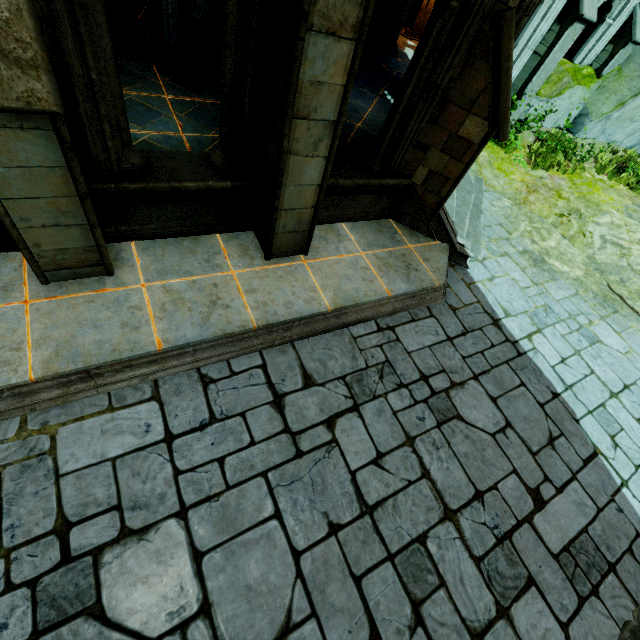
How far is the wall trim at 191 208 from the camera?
3.7 meters

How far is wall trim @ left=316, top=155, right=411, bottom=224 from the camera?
5.0 meters

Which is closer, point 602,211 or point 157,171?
point 157,171

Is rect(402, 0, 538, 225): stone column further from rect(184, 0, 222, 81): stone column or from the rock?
the rock

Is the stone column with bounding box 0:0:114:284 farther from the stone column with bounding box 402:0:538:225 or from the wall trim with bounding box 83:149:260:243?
the stone column with bounding box 402:0:538:225

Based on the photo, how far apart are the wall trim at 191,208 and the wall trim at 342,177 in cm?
55

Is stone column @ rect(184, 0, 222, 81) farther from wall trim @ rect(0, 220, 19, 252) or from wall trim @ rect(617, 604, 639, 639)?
wall trim @ rect(617, 604, 639, 639)

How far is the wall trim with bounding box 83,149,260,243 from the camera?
3.7 meters
